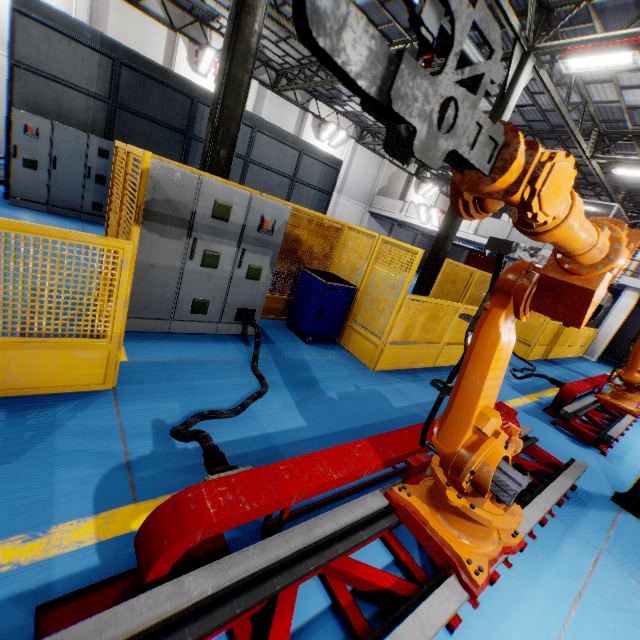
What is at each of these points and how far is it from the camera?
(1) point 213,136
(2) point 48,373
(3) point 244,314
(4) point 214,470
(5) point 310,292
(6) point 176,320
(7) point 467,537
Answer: (1) metal pole, 5.3m
(2) metal panel, 2.8m
(3) plug, 5.1m
(4) plug, 2.0m
(5) toolbox, 5.8m
(6) cabinet, 4.6m
(7) robot arm, 2.3m

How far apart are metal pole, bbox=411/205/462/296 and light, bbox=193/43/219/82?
14.2 meters

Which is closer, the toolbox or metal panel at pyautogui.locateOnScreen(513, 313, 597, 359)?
the toolbox

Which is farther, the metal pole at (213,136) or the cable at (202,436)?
the metal pole at (213,136)

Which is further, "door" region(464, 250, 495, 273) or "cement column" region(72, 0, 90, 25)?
"door" region(464, 250, 495, 273)

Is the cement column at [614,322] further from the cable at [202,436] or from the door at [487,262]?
the cable at [202,436]

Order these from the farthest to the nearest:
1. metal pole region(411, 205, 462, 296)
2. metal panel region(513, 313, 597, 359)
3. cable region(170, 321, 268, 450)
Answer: metal panel region(513, 313, 597, 359) < metal pole region(411, 205, 462, 296) < cable region(170, 321, 268, 450)

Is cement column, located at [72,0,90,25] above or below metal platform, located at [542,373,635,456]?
above
